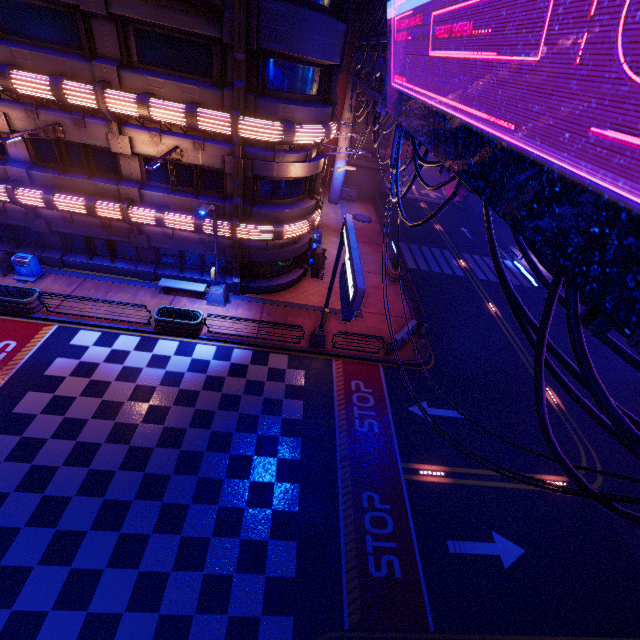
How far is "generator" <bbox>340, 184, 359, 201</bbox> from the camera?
34.7 meters

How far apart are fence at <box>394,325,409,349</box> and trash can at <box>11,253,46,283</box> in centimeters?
1922cm

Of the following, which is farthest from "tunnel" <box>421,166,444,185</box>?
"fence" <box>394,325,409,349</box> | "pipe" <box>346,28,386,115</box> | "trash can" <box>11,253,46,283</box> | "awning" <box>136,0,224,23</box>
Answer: "trash can" <box>11,253,46,283</box>

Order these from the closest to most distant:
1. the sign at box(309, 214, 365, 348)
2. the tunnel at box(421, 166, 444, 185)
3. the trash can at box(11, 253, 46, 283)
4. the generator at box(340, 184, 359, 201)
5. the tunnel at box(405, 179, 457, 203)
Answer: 1. the sign at box(309, 214, 365, 348)
2. the trash can at box(11, 253, 46, 283)
3. the generator at box(340, 184, 359, 201)
4. the tunnel at box(405, 179, 457, 203)
5. the tunnel at box(421, 166, 444, 185)

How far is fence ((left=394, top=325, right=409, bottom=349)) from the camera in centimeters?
1767cm

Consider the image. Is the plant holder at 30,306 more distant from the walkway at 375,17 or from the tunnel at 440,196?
the tunnel at 440,196

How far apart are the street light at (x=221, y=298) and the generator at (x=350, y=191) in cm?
2136

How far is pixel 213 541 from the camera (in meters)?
10.09
